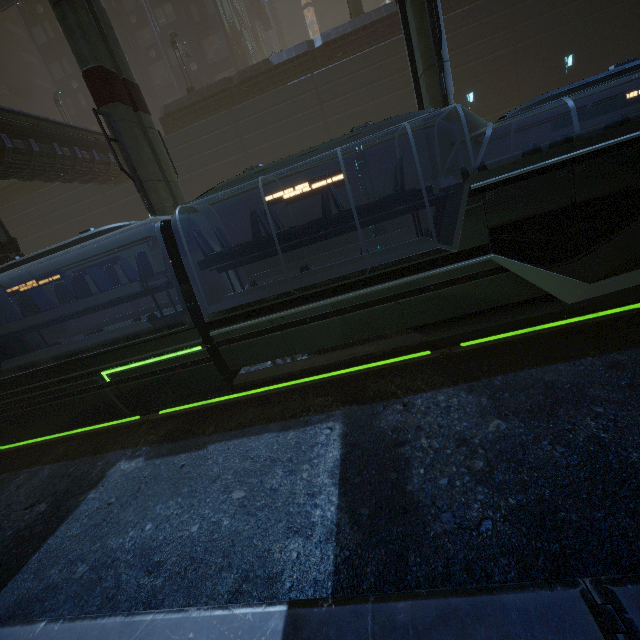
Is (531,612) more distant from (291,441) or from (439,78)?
(439,78)

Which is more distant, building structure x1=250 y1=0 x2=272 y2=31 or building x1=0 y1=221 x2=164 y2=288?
building structure x1=250 y1=0 x2=272 y2=31

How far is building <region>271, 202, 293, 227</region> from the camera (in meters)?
23.92

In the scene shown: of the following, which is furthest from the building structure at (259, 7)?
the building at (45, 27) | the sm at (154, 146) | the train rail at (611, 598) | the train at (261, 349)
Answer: the train rail at (611, 598)

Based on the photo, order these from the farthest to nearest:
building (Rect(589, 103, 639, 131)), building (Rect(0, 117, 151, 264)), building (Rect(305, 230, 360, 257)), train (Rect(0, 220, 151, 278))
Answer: building (Rect(305, 230, 360, 257))
building (Rect(589, 103, 639, 131))
building (Rect(0, 117, 151, 264))
train (Rect(0, 220, 151, 278))

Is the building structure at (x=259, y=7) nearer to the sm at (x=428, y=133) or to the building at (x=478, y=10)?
the building at (x=478, y=10)

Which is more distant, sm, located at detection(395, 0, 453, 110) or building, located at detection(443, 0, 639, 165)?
building, located at detection(443, 0, 639, 165)

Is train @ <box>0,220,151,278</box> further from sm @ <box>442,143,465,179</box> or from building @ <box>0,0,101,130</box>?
sm @ <box>442,143,465,179</box>
